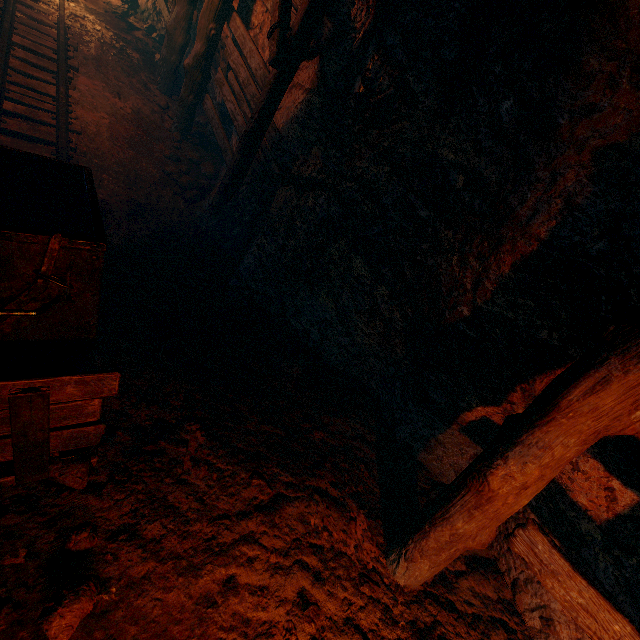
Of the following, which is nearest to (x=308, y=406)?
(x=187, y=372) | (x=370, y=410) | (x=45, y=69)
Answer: (x=370, y=410)

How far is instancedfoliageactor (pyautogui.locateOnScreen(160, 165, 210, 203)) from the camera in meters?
5.6

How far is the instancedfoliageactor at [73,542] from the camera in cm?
183

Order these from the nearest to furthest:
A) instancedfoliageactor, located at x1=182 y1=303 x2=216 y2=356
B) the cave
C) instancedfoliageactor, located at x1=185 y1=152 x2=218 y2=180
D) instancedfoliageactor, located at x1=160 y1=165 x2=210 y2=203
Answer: instancedfoliageactor, located at x1=182 y1=303 x2=216 y2=356 < instancedfoliageactor, located at x1=160 y1=165 x2=210 y2=203 < instancedfoliageactor, located at x1=185 y1=152 x2=218 y2=180 < the cave

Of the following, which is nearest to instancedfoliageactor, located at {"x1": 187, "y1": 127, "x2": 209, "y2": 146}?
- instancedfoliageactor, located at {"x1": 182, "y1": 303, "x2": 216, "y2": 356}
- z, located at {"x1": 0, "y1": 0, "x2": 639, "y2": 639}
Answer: z, located at {"x1": 0, "y1": 0, "x2": 639, "y2": 639}

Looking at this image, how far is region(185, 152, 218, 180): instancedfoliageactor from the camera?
6.2m

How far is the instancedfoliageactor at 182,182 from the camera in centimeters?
557cm

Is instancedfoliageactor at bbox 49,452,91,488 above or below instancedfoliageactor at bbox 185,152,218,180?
below
